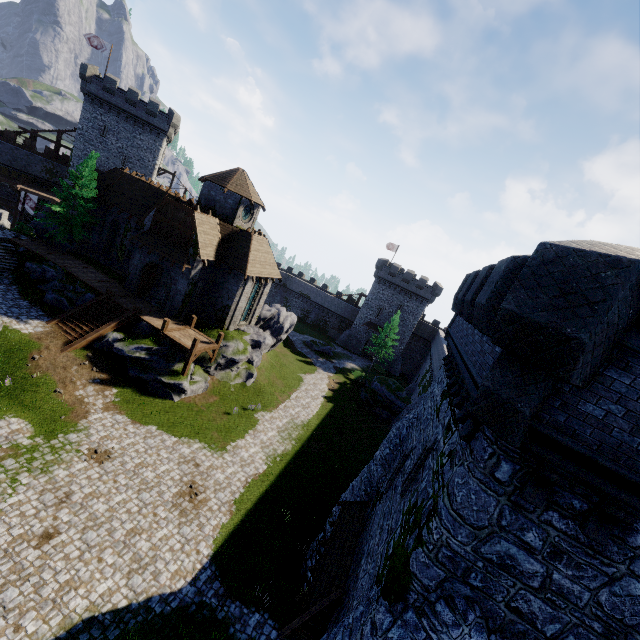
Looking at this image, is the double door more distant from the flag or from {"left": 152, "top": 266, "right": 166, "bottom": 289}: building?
the flag

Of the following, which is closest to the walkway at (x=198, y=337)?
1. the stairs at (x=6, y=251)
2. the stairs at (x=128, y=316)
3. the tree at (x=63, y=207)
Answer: the stairs at (x=128, y=316)

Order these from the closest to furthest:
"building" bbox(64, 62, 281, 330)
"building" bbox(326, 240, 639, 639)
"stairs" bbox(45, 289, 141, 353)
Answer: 1. "building" bbox(326, 240, 639, 639)
2. "stairs" bbox(45, 289, 141, 353)
3. "building" bbox(64, 62, 281, 330)

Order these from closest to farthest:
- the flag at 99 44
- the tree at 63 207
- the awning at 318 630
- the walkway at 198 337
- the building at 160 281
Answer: the awning at 318 630 < the walkway at 198 337 < the tree at 63 207 < the building at 160 281 < the flag at 99 44

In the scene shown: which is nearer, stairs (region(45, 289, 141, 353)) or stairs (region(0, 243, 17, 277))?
stairs (region(45, 289, 141, 353))

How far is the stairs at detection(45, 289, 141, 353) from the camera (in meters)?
22.45

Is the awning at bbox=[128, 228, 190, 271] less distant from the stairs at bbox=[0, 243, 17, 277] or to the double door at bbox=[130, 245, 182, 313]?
the double door at bbox=[130, 245, 182, 313]

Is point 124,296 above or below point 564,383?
below
